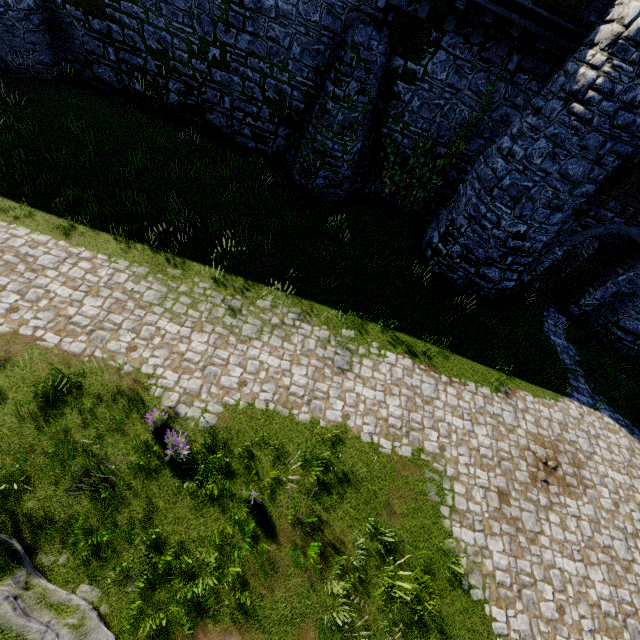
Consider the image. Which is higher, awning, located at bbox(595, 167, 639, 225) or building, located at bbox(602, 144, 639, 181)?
building, located at bbox(602, 144, 639, 181)

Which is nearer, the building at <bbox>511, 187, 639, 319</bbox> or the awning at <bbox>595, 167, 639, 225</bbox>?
the awning at <bbox>595, 167, 639, 225</bbox>

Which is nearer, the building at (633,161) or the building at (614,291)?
the building at (633,161)

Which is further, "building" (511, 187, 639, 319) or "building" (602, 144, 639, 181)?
"building" (511, 187, 639, 319)

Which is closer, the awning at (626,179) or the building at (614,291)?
the awning at (626,179)

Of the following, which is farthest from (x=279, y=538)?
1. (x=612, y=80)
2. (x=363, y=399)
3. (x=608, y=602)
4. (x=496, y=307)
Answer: (x=612, y=80)

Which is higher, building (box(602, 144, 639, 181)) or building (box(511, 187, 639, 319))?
building (box(602, 144, 639, 181))
